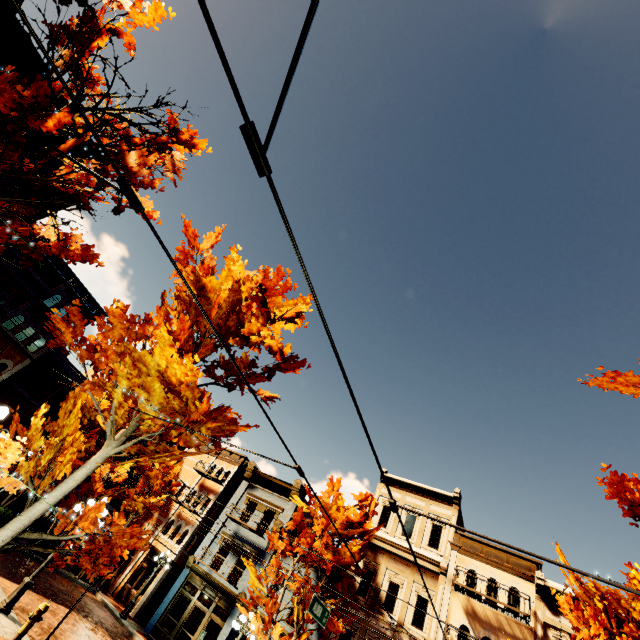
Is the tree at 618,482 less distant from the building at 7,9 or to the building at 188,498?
the building at 7,9

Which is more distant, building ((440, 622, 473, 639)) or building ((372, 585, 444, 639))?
building ((372, 585, 444, 639))

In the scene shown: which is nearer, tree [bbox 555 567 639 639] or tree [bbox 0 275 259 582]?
tree [bbox 0 275 259 582]

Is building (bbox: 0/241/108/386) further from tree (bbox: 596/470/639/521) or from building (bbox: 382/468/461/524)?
building (bbox: 382/468/461/524)

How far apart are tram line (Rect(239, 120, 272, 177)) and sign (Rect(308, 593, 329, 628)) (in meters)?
12.82

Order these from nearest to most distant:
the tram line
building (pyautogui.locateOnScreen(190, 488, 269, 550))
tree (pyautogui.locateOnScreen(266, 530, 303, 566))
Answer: the tram line, tree (pyautogui.locateOnScreen(266, 530, 303, 566)), building (pyautogui.locateOnScreen(190, 488, 269, 550))

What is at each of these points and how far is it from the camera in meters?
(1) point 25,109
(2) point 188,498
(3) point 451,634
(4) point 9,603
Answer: (1) tree, 5.2
(2) building, 25.4
(3) building, 15.8
(4) light, 10.1

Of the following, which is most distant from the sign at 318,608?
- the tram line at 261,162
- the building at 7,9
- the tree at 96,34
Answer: the building at 7,9
